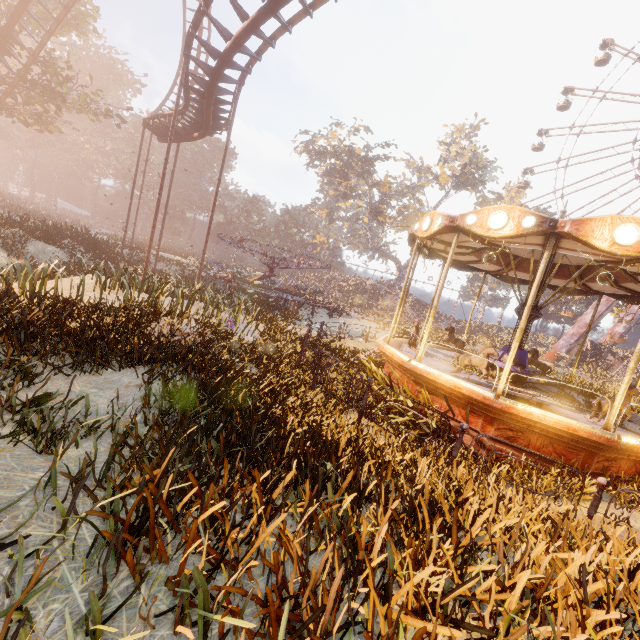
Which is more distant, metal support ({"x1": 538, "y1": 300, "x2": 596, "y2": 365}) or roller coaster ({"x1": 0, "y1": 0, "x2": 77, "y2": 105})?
metal support ({"x1": 538, "y1": 300, "x2": 596, "y2": 365})

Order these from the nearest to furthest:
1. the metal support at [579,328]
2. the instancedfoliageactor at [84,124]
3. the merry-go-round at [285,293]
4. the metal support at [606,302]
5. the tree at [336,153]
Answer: the merry-go-round at [285,293], the metal support at [606,302], the metal support at [579,328], the tree at [336,153], the instancedfoliageactor at [84,124]

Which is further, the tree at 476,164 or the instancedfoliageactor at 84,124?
the instancedfoliageactor at 84,124

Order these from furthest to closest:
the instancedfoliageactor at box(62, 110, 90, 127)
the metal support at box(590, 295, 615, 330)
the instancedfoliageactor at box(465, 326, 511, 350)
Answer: the instancedfoliageactor at box(62, 110, 90, 127) → the metal support at box(590, 295, 615, 330) → the instancedfoliageactor at box(465, 326, 511, 350)

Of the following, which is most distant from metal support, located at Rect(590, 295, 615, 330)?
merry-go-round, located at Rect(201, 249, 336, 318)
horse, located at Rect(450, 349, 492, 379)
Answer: horse, located at Rect(450, 349, 492, 379)

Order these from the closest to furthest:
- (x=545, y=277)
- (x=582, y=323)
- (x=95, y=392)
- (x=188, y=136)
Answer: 1. (x=95, y=392)
2. (x=545, y=277)
3. (x=188, y=136)
4. (x=582, y=323)

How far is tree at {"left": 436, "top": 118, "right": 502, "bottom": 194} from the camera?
53.6m
